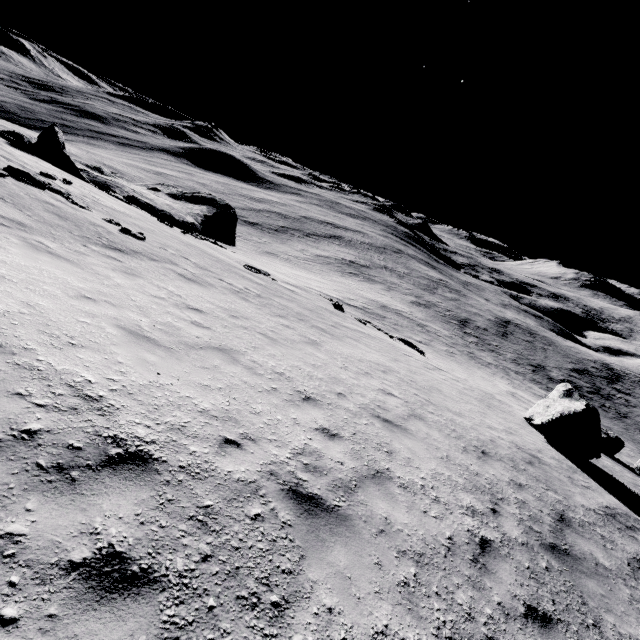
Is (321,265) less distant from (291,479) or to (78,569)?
(291,479)

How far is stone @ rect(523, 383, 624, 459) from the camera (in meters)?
12.99

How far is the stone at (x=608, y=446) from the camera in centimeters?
1299cm

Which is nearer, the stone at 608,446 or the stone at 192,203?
the stone at 608,446

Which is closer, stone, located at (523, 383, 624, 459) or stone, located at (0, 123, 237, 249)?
stone, located at (523, 383, 624, 459)
